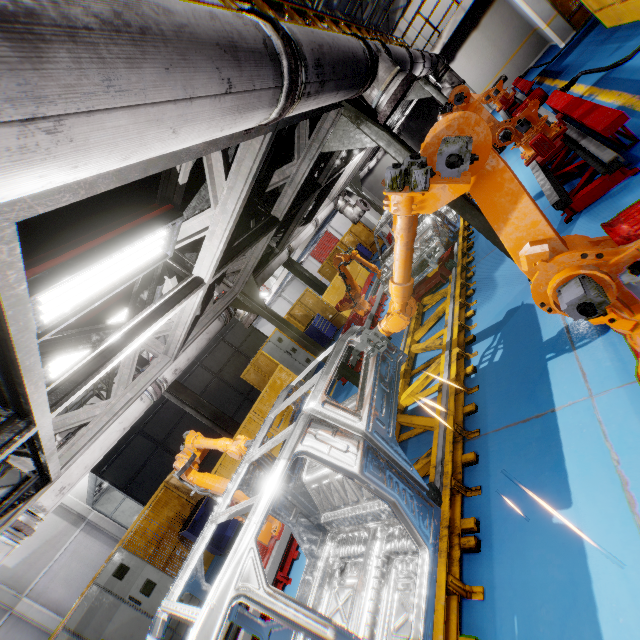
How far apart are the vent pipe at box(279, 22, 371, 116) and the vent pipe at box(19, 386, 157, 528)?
3.1 meters

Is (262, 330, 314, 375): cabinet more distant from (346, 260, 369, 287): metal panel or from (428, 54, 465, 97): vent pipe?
(428, 54, 465, 97): vent pipe

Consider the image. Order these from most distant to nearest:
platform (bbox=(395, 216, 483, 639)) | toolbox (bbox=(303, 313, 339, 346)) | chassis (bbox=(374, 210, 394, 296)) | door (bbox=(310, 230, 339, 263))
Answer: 1. door (bbox=(310, 230, 339, 263))
2. toolbox (bbox=(303, 313, 339, 346))
3. chassis (bbox=(374, 210, 394, 296))
4. platform (bbox=(395, 216, 483, 639))

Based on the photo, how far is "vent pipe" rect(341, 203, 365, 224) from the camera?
11.7 meters

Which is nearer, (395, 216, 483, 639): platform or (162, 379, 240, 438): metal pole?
(395, 216, 483, 639): platform

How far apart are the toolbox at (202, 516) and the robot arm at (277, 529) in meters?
2.6 m

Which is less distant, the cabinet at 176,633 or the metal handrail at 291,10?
the metal handrail at 291,10

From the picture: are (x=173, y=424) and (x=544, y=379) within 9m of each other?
no
